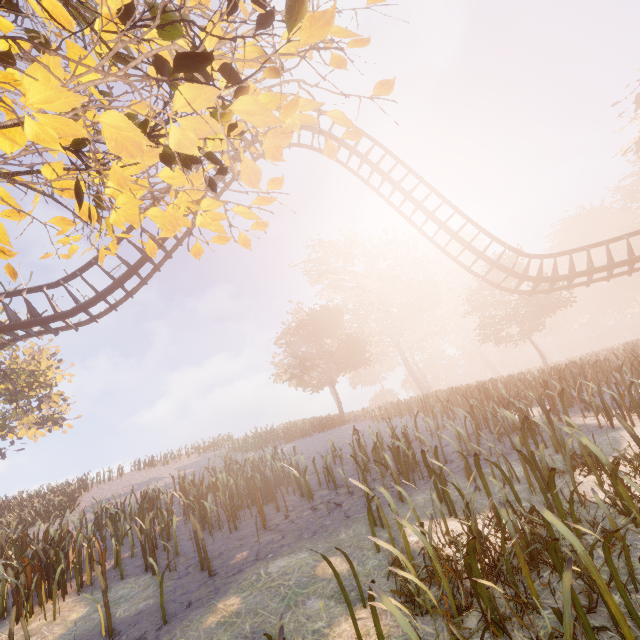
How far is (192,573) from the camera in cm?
590

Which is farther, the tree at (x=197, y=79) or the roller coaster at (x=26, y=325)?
the roller coaster at (x=26, y=325)

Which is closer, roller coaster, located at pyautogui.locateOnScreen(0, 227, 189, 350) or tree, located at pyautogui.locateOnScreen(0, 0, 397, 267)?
tree, located at pyautogui.locateOnScreen(0, 0, 397, 267)

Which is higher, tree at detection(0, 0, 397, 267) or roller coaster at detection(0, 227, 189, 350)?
roller coaster at detection(0, 227, 189, 350)

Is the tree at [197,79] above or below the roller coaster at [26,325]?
below
